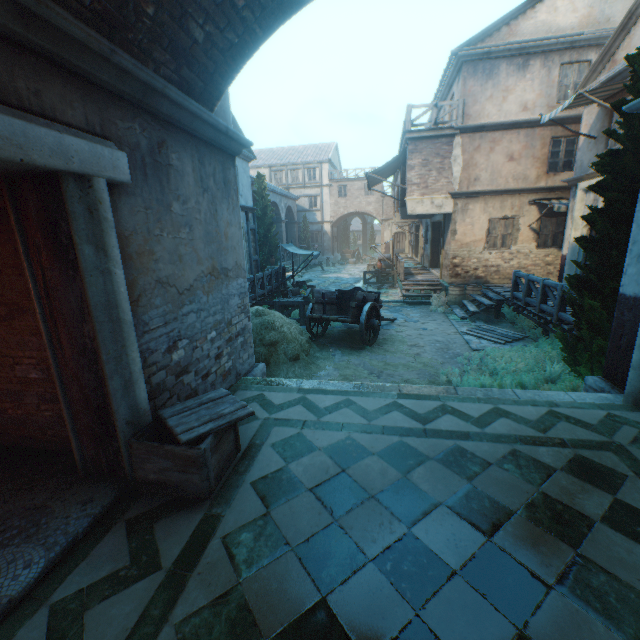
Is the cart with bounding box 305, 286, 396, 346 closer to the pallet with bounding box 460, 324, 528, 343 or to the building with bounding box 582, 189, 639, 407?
the pallet with bounding box 460, 324, 528, 343

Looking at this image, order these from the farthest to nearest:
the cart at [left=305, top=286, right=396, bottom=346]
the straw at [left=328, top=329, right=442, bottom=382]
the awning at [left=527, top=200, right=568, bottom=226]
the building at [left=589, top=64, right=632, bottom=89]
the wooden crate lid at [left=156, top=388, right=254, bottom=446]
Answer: the awning at [left=527, top=200, right=568, bottom=226]
the cart at [left=305, top=286, right=396, bottom=346]
the building at [left=589, top=64, right=632, bottom=89]
the straw at [left=328, top=329, right=442, bottom=382]
the wooden crate lid at [left=156, top=388, right=254, bottom=446]

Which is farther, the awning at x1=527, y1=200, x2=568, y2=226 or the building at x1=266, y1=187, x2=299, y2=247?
the building at x1=266, y1=187, x2=299, y2=247

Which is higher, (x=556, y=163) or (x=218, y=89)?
(x=556, y=163)

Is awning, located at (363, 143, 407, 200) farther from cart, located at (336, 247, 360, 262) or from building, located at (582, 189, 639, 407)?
cart, located at (336, 247, 360, 262)

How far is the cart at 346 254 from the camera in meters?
38.8

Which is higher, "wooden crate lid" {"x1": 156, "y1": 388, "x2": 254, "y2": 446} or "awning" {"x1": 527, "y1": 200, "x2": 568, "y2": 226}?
"awning" {"x1": 527, "y1": 200, "x2": 568, "y2": 226}

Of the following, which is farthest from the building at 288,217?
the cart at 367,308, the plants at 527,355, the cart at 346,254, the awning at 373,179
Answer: the cart at 346,254
